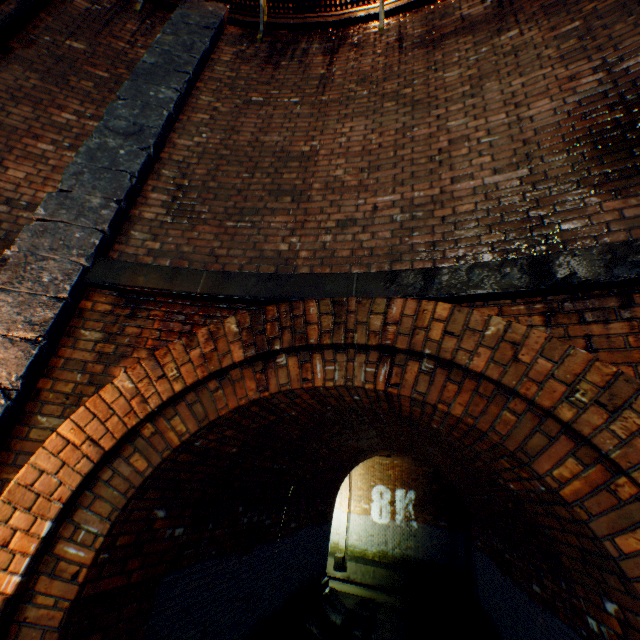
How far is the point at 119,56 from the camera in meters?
4.4

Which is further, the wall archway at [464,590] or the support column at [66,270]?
the wall archway at [464,590]

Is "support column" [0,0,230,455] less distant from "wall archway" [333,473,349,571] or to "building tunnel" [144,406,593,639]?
"building tunnel" [144,406,593,639]

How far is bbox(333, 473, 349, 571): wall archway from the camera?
13.6 meters

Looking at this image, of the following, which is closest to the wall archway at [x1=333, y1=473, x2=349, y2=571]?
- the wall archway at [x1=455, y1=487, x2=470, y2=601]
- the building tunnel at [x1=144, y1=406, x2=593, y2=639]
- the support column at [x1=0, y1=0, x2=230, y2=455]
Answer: the building tunnel at [x1=144, y1=406, x2=593, y2=639]

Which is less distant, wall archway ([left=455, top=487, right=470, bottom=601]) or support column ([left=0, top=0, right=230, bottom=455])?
support column ([left=0, top=0, right=230, bottom=455])

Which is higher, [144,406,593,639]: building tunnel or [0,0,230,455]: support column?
[0,0,230,455]: support column

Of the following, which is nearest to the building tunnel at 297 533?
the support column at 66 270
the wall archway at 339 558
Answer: the wall archway at 339 558
